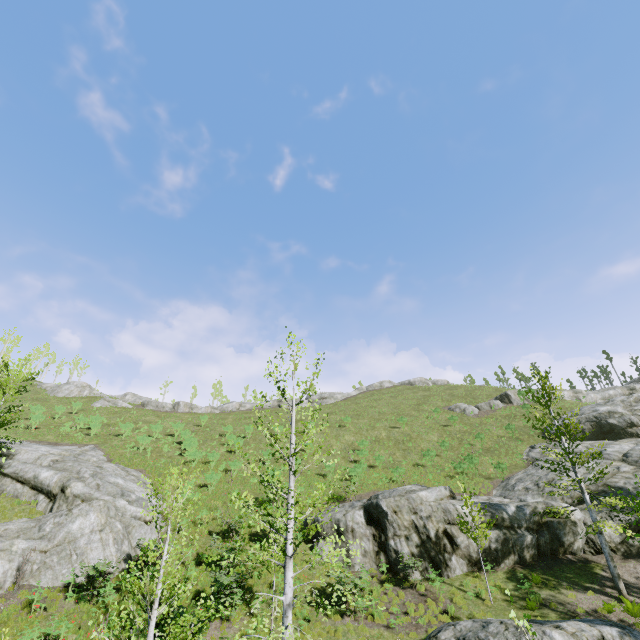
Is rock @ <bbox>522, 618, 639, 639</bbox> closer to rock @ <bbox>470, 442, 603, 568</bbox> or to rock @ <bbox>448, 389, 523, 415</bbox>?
rock @ <bbox>470, 442, 603, 568</bbox>

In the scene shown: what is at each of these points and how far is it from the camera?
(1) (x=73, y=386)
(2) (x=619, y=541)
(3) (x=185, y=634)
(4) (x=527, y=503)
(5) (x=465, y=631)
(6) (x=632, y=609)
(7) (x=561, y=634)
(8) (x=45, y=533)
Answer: (1) rock, 48.88m
(2) rock, 17.81m
(3) instancedfoliageactor, 6.94m
(4) rock, 19.58m
(5) rock, 11.71m
(6) instancedfoliageactor, 13.59m
(7) rock, 10.15m
(8) rock, 16.88m

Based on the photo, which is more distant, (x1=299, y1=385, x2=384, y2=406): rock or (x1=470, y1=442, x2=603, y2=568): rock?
(x1=299, y1=385, x2=384, y2=406): rock

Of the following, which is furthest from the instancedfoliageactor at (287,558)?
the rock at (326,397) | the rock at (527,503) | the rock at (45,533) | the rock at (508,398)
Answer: the rock at (326,397)

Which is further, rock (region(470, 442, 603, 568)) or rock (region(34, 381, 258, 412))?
rock (region(34, 381, 258, 412))

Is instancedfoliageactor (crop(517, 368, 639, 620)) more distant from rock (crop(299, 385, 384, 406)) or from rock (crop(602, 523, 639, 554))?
rock (crop(299, 385, 384, 406))

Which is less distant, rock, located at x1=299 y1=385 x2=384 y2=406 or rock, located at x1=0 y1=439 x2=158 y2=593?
rock, located at x1=0 y1=439 x2=158 y2=593

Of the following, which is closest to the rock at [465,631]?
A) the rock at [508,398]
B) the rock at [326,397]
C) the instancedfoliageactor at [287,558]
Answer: the instancedfoliageactor at [287,558]
